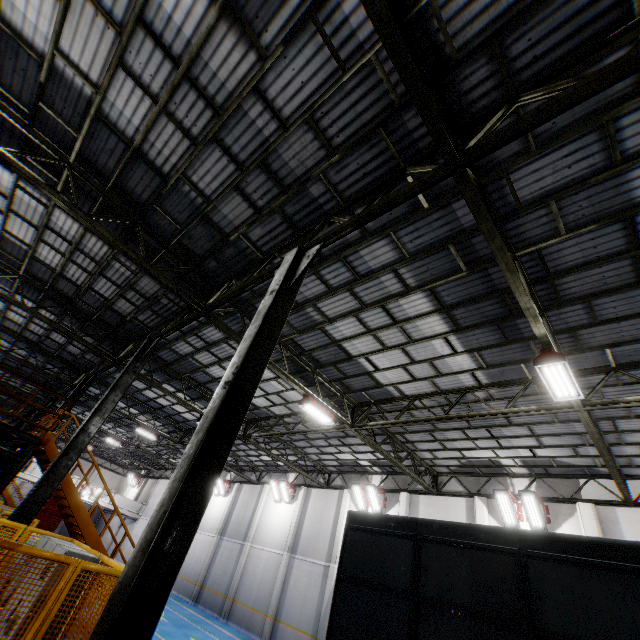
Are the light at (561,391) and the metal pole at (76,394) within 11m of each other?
no

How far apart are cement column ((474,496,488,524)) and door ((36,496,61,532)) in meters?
47.4 m

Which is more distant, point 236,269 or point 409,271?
point 236,269

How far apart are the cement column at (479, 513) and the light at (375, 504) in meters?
4.8

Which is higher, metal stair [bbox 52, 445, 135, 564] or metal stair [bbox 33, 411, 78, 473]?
metal stair [bbox 33, 411, 78, 473]

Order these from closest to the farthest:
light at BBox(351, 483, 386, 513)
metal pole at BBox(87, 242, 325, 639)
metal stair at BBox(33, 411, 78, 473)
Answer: metal pole at BBox(87, 242, 325, 639) → metal stair at BBox(33, 411, 78, 473) → light at BBox(351, 483, 386, 513)

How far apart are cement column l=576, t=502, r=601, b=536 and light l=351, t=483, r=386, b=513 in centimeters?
881cm

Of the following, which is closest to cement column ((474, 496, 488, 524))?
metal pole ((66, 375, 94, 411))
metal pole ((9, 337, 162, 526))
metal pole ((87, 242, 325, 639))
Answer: metal pole ((87, 242, 325, 639))
